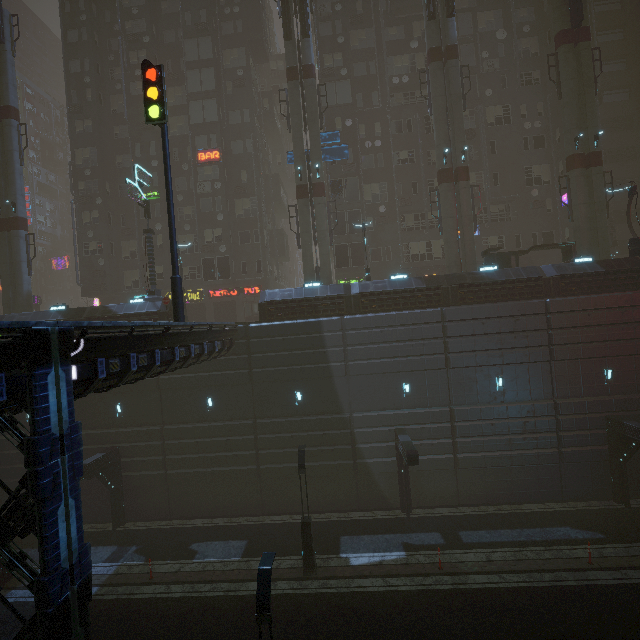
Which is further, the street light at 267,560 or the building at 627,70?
the building at 627,70

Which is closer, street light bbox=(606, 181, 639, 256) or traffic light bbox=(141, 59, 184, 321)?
traffic light bbox=(141, 59, 184, 321)

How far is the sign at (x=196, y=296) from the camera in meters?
31.7 m

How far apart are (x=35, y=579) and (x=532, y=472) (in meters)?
22.58

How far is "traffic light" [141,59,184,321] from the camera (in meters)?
12.39

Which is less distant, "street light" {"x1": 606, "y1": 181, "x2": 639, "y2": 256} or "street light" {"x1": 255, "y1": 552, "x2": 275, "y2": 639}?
"street light" {"x1": 255, "y1": 552, "x2": 275, "y2": 639}

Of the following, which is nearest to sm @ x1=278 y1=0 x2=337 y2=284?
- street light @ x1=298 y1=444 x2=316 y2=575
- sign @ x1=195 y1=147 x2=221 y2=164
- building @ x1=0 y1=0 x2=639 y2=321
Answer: building @ x1=0 y1=0 x2=639 y2=321

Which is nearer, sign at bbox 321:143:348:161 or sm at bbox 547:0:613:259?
sm at bbox 547:0:613:259
